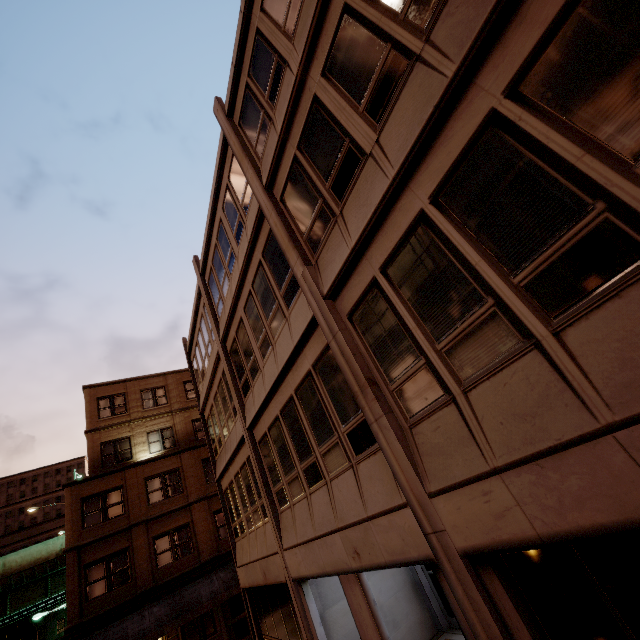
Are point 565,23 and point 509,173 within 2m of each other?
yes
